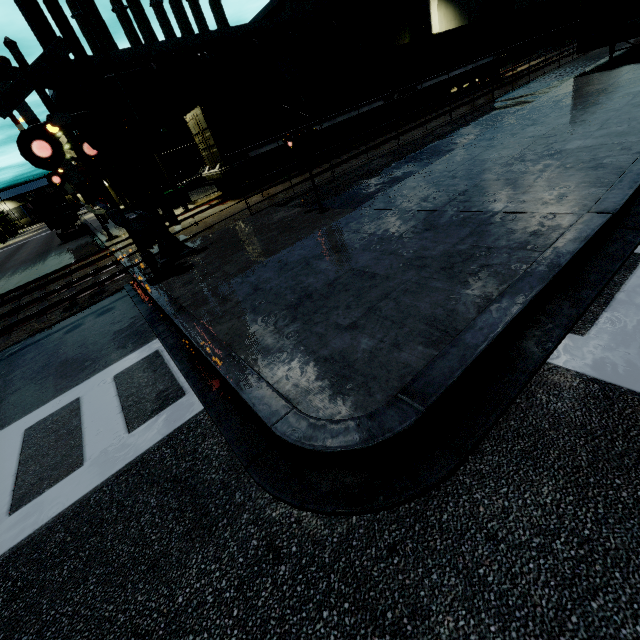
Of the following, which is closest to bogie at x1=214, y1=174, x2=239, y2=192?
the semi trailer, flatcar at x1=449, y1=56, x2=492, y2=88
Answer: the semi trailer

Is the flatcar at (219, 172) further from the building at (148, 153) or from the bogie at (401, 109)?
the building at (148, 153)

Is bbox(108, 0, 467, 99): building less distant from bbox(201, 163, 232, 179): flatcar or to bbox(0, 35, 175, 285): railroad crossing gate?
bbox(0, 35, 175, 285): railroad crossing gate

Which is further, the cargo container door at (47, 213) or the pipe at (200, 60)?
the pipe at (200, 60)

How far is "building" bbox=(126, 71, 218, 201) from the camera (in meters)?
27.19

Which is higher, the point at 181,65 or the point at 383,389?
the point at 181,65

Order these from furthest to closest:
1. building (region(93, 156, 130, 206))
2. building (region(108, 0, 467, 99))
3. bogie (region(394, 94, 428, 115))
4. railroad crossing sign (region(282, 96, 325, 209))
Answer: building (region(93, 156, 130, 206)), building (region(108, 0, 467, 99)), bogie (region(394, 94, 428, 115)), railroad crossing sign (region(282, 96, 325, 209))

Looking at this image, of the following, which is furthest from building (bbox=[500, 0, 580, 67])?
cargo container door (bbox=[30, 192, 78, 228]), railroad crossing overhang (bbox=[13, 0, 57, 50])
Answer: railroad crossing overhang (bbox=[13, 0, 57, 50])
